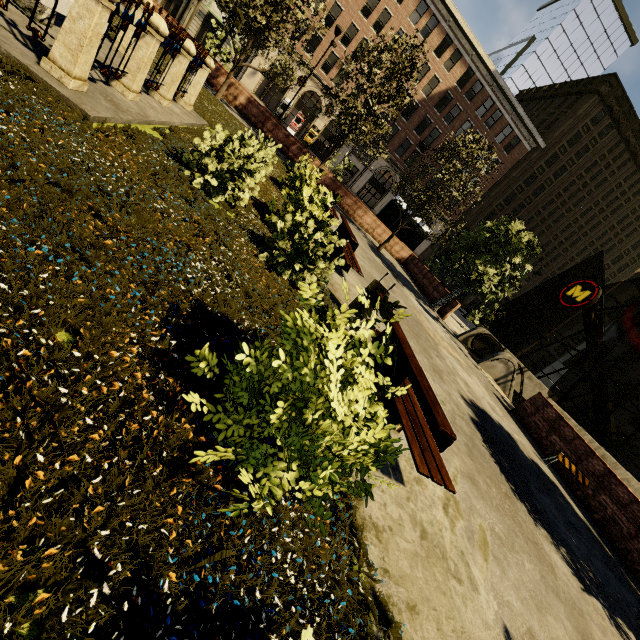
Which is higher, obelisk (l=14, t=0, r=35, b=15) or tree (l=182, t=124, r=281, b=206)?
tree (l=182, t=124, r=281, b=206)

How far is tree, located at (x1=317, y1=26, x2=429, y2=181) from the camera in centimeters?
1470cm

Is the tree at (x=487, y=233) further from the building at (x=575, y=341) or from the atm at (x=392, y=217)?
the building at (x=575, y=341)

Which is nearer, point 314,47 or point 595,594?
point 595,594

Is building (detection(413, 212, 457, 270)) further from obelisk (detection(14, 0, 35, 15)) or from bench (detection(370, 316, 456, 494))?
bench (detection(370, 316, 456, 494))

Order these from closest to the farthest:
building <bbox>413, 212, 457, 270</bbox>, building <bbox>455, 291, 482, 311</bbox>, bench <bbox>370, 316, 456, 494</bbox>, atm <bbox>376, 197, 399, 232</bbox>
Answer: bench <bbox>370, 316, 456, 494</bbox> → atm <bbox>376, 197, 399, 232</bbox> → building <bbox>413, 212, 457, 270</bbox> → building <bbox>455, 291, 482, 311</bbox>

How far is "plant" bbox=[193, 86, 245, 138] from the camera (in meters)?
9.92

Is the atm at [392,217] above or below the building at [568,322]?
below
